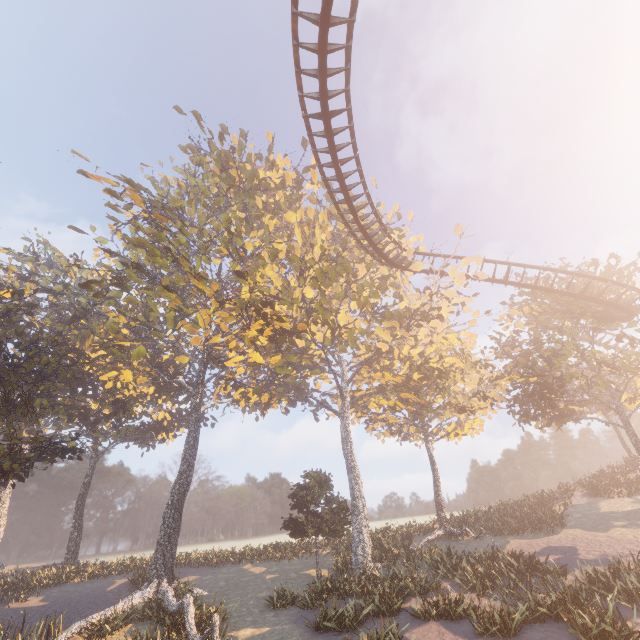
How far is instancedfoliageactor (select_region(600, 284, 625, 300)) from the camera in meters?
22.2 m

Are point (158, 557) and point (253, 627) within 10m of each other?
yes

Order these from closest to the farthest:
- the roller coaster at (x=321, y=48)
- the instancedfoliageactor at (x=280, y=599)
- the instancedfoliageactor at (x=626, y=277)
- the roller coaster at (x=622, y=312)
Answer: the roller coaster at (x=321, y=48), the instancedfoliageactor at (x=280, y=599), the roller coaster at (x=622, y=312), the instancedfoliageactor at (x=626, y=277)

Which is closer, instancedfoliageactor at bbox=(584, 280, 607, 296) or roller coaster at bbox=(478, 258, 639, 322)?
roller coaster at bbox=(478, 258, 639, 322)

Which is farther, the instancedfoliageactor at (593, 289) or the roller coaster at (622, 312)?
the instancedfoliageactor at (593, 289)

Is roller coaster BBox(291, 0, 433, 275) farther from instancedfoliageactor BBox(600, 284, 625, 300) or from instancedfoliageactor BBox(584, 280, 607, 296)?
instancedfoliageactor BBox(600, 284, 625, 300)
